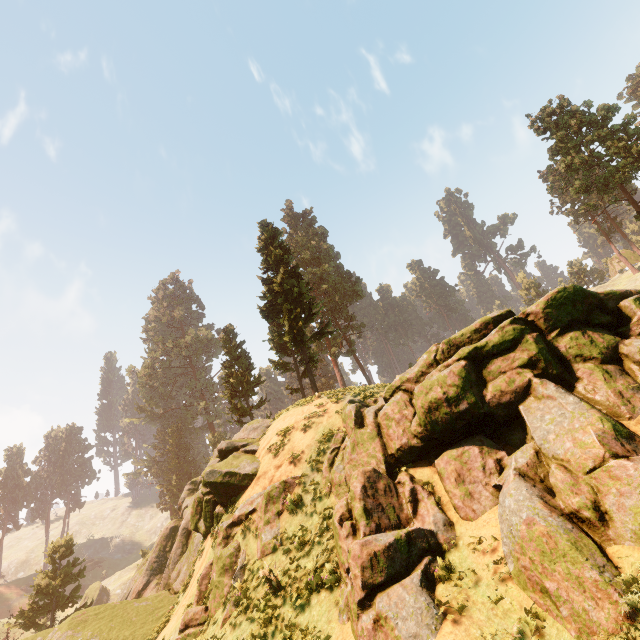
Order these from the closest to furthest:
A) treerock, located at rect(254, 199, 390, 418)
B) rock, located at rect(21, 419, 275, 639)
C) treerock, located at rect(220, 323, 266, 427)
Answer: rock, located at rect(21, 419, 275, 639)
treerock, located at rect(254, 199, 390, 418)
treerock, located at rect(220, 323, 266, 427)

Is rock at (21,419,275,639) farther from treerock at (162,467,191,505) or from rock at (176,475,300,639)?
treerock at (162,467,191,505)

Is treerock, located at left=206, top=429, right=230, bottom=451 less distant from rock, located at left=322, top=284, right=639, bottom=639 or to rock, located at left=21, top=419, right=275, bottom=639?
rock, located at left=21, top=419, right=275, bottom=639

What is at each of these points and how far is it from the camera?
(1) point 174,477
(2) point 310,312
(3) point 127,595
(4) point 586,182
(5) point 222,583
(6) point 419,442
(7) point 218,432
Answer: (1) treerock, 58.1 meters
(2) treerock, 24.3 meters
(3) rock, 26.5 meters
(4) treerock, 54.1 meters
(5) rock, 11.7 meters
(6) rock, 10.5 meters
(7) treerock, 56.9 meters

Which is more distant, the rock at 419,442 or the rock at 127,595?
→ the rock at 127,595

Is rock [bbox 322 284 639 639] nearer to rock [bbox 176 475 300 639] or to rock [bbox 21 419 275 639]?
rock [bbox 176 475 300 639]

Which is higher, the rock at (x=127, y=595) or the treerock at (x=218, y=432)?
the treerock at (x=218, y=432)
